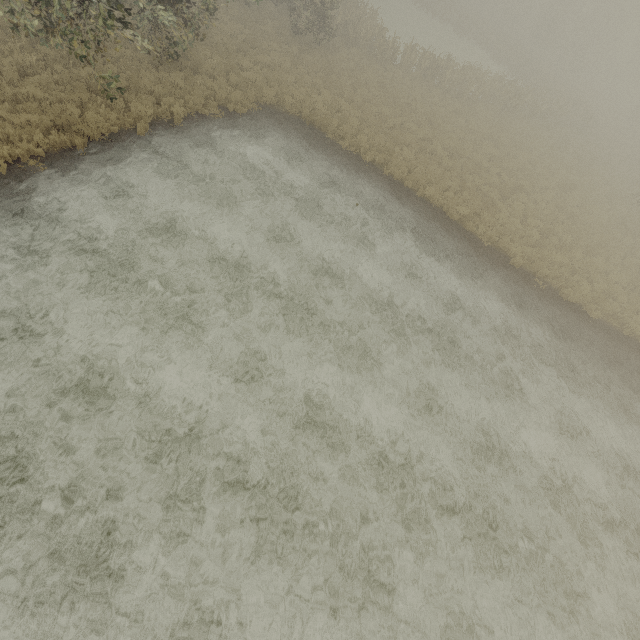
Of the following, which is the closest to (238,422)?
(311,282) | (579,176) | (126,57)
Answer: (311,282)
